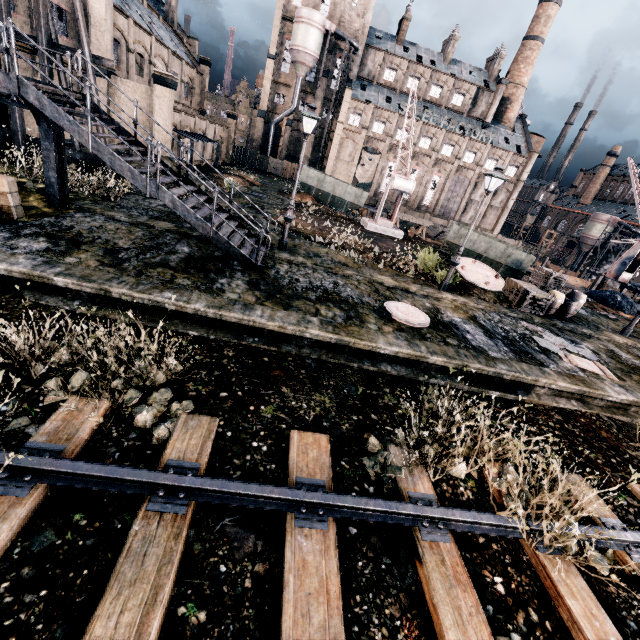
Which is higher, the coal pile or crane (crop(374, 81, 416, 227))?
crane (crop(374, 81, 416, 227))

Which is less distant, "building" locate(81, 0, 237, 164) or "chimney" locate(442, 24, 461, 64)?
"building" locate(81, 0, 237, 164)

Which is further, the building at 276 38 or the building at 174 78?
the building at 276 38

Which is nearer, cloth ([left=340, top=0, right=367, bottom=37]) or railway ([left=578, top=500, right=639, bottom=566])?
railway ([left=578, top=500, right=639, bottom=566])

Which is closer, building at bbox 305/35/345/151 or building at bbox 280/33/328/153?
building at bbox 305/35/345/151

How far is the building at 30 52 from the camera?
19.2m

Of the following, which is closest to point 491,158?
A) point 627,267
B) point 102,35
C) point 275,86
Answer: point 627,267
